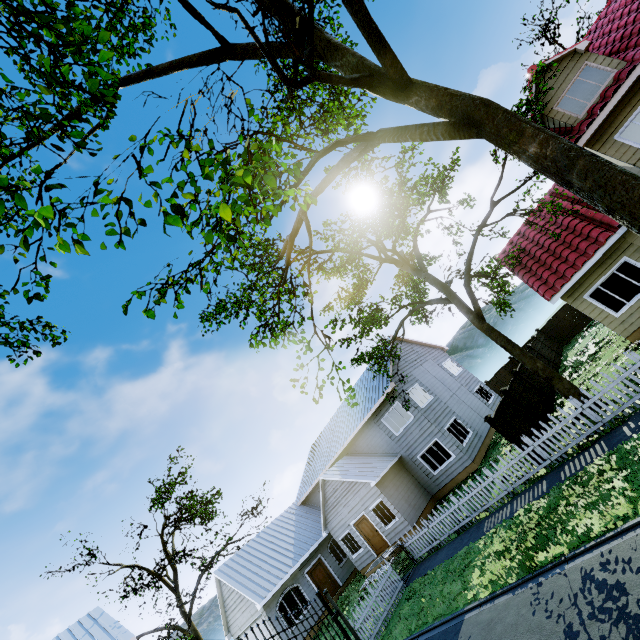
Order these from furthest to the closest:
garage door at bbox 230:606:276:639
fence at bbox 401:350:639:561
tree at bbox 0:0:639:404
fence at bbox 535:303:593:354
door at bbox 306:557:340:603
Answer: fence at bbox 535:303:593:354
door at bbox 306:557:340:603
garage door at bbox 230:606:276:639
fence at bbox 401:350:639:561
tree at bbox 0:0:639:404

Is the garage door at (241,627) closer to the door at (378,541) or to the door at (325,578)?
the door at (325,578)

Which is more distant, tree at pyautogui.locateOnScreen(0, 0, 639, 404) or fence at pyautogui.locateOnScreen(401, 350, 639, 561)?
fence at pyautogui.locateOnScreen(401, 350, 639, 561)

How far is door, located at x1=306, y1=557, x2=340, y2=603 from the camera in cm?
2055

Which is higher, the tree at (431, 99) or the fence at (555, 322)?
the tree at (431, 99)

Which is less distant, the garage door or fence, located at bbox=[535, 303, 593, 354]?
the garage door

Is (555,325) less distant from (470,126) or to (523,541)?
(523,541)

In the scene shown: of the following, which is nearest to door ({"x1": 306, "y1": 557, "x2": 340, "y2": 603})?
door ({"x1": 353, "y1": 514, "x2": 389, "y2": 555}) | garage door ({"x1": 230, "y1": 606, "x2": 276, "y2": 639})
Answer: garage door ({"x1": 230, "y1": 606, "x2": 276, "y2": 639})
